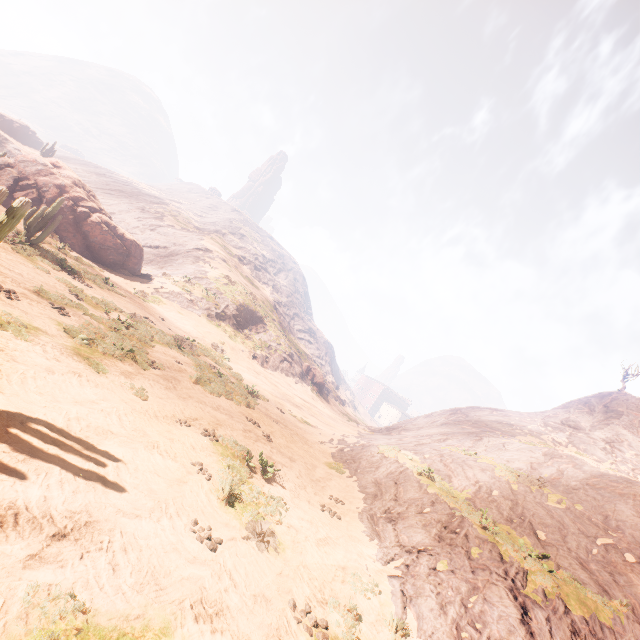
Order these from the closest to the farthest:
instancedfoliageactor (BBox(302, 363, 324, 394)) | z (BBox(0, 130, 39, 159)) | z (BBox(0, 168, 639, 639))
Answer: z (BBox(0, 168, 639, 639))
instancedfoliageactor (BBox(302, 363, 324, 394))
z (BBox(0, 130, 39, 159))

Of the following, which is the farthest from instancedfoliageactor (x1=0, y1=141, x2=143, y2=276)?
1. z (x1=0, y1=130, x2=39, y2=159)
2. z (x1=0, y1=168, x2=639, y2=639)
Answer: z (x1=0, y1=130, x2=39, y2=159)

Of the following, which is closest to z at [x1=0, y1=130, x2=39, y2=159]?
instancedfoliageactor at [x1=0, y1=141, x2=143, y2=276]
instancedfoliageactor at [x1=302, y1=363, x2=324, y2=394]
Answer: instancedfoliageactor at [x1=0, y1=141, x2=143, y2=276]

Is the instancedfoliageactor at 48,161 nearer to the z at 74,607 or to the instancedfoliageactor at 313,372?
the z at 74,607

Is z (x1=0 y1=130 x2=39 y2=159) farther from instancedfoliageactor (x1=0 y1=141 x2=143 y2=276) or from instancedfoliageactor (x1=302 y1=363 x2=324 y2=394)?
instancedfoliageactor (x1=302 y1=363 x2=324 y2=394)

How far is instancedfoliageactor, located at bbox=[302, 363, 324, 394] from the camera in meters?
46.1 m

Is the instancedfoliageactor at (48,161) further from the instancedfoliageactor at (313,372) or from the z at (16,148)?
the z at (16,148)

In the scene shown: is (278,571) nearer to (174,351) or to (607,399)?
(174,351)
